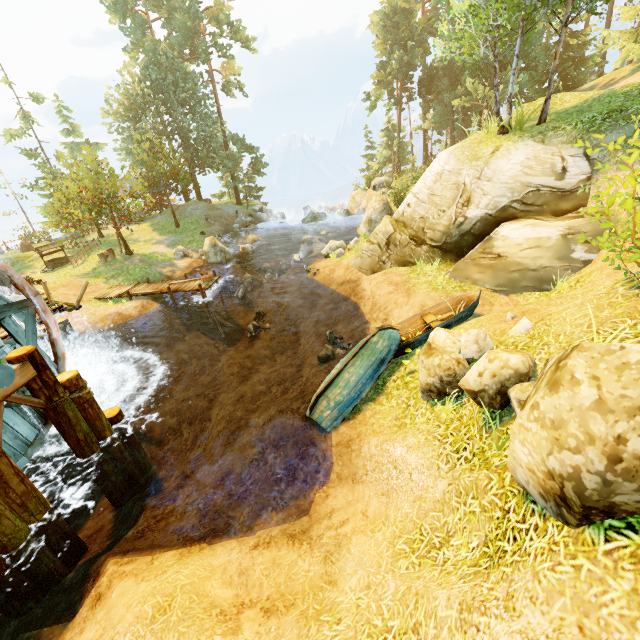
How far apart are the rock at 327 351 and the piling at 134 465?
6.2 meters

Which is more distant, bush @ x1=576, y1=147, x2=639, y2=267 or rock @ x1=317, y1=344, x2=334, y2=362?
rock @ x1=317, y1=344, x2=334, y2=362

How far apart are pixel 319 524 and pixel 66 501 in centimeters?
893cm

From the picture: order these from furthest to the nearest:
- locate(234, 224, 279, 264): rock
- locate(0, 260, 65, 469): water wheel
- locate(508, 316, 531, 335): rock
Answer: locate(234, 224, 279, 264): rock → locate(0, 260, 65, 469): water wheel → locate(508, 316, 531, 335): rock

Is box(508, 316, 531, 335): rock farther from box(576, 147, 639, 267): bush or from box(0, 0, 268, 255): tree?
box(0, 0, 268, 255): tree

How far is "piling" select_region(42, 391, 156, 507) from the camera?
8.0m

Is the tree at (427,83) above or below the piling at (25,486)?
above

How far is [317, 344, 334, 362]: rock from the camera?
11.6m
